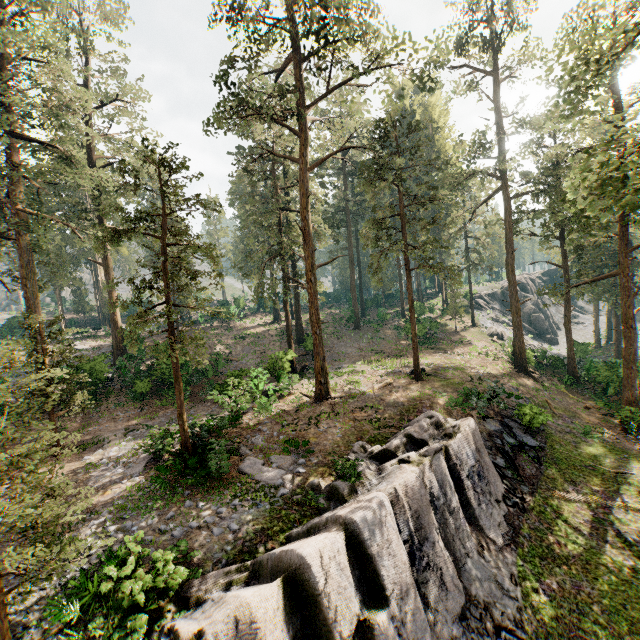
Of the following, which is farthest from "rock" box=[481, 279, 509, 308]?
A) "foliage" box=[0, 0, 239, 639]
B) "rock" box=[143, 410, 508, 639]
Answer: "rock" box=[143, 410, 508, 639]

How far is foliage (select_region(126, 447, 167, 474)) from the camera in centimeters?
1412cm

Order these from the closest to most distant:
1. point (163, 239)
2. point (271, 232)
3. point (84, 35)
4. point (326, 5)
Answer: point (163, 239)
point (326, 5)
point (84, 35)
point (271, 232)

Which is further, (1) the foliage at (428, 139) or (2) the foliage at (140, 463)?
(2) the foliage at (140, 463)

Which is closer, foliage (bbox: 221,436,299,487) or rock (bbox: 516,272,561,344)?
foliage (bbox: 221,436,299,487)

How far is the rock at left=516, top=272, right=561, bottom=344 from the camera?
48.6m

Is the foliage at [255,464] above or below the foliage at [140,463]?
below
